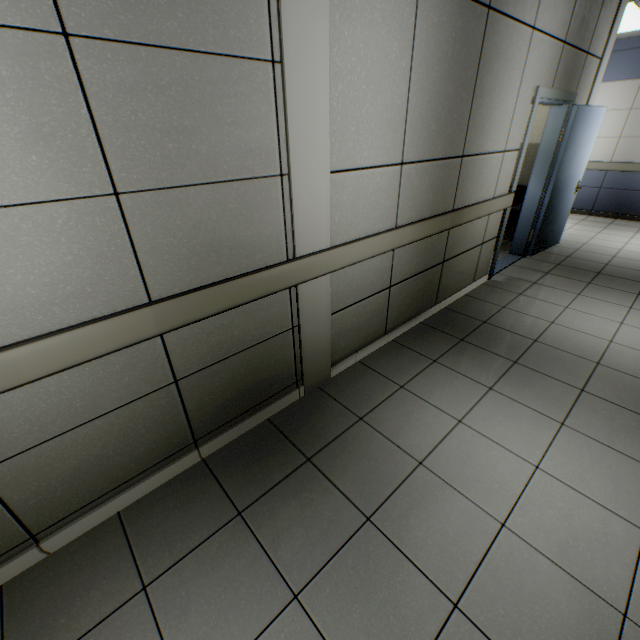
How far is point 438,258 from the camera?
3.3 meters

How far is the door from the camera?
3.90m

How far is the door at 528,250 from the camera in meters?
3.9
